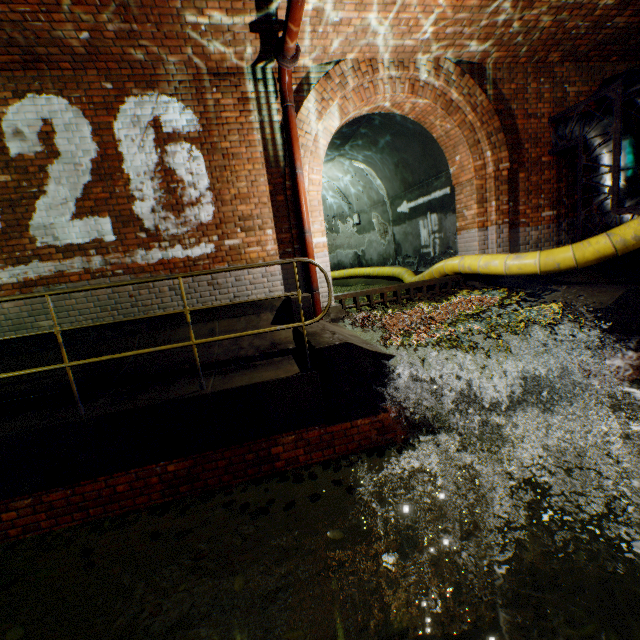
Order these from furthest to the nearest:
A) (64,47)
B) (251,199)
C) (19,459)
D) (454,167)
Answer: (454,167)
(251,199)
(64,47)
(19,459)

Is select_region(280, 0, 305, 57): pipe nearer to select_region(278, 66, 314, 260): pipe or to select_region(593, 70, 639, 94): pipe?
select_region(278, 66, 314, 260): pipe

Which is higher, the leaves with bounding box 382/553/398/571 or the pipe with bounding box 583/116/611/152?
the pipe with bounding box 583/116/611/152

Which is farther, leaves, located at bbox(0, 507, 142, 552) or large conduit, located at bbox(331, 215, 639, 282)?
large conduit, located at bbox(331, 215, 639, 282)

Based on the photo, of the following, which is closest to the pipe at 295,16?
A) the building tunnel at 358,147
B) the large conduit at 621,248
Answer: the building tunnel at 358,147

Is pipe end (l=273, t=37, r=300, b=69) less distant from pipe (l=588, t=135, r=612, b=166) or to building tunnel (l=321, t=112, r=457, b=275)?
building tunnel (l=321, t=112, r=457, b=275)

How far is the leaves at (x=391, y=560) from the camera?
2.6 meters

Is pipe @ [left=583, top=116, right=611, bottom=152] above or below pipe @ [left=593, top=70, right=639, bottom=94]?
below
